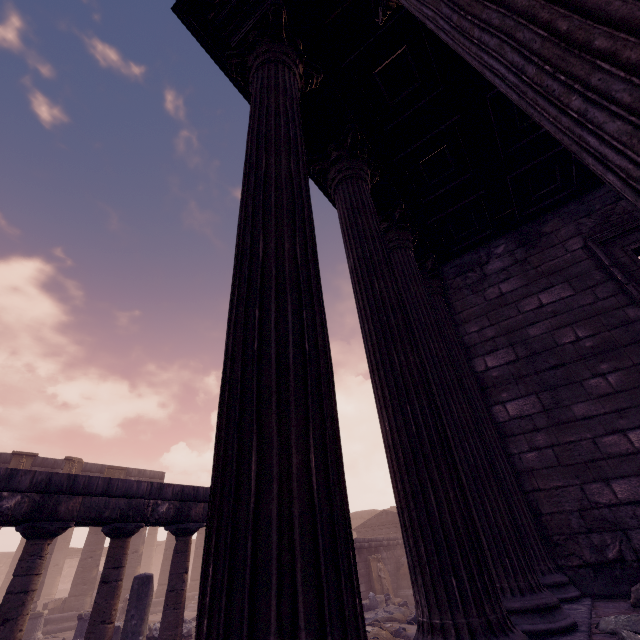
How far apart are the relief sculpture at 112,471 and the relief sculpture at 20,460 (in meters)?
3.33

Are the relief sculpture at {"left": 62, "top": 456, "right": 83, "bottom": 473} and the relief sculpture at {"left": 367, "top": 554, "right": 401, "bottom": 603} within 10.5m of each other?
no

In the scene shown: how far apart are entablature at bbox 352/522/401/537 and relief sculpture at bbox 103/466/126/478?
14.0 meters

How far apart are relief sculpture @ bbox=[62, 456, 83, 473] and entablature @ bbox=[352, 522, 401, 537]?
15.8m

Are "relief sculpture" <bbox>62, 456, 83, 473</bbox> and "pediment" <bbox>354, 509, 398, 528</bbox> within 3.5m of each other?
no

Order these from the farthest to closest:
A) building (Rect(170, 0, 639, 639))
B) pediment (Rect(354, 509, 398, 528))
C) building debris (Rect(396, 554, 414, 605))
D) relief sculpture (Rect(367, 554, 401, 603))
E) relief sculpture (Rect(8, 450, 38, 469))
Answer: pediment (Rect(354, 509, 398, 528)) < relief sculpture (Rect(8, 450, 38, 469)) < building debris (Rect(396, 554, 414, 605)) < relief sculpture (Rect(367, 554, 401, 603)) < building (Rect(170, 0, 639, 639))

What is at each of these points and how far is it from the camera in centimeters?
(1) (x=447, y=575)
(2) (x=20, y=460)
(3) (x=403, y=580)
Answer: (1) building, 165cm
(2) relief sculpture, 1562cm
(3) building debris, 1521cm

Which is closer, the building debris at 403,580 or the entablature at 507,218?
the entablature at 507,218
